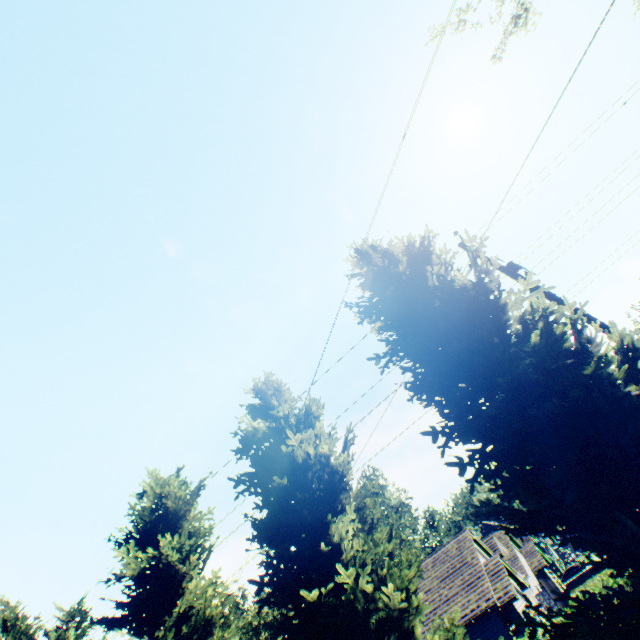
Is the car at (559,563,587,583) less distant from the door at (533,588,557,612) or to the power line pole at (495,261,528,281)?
the door at (533,588,557,612)

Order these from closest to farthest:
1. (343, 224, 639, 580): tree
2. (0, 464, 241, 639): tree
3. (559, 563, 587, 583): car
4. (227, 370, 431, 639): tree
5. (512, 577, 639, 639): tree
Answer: (512, 577, 639, 639): tree < (343, 224, 639, 580): tree < (227, 370, 431, 639): tree < (0, 464, 241, 639): tree < (559, 563, 587, 583): car

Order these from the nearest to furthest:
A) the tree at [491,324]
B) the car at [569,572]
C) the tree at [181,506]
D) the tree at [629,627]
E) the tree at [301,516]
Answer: the tree at [629,627]
the tree at [491,324]
the tree at [301,516]
the tree at [181,506]
the car at [569,572]

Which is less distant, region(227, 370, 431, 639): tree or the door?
region(227, 370, 431, 639): tree

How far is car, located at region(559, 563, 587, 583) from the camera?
41.0 meters

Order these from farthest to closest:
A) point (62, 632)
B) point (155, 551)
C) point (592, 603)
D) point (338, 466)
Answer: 1. point (62, 632)
2. point (155, 551)
3. point (338, 466)
4. point (592, 603)

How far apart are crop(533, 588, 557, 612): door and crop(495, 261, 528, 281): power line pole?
32.85m

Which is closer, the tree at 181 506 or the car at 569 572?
the tree at 181 506
